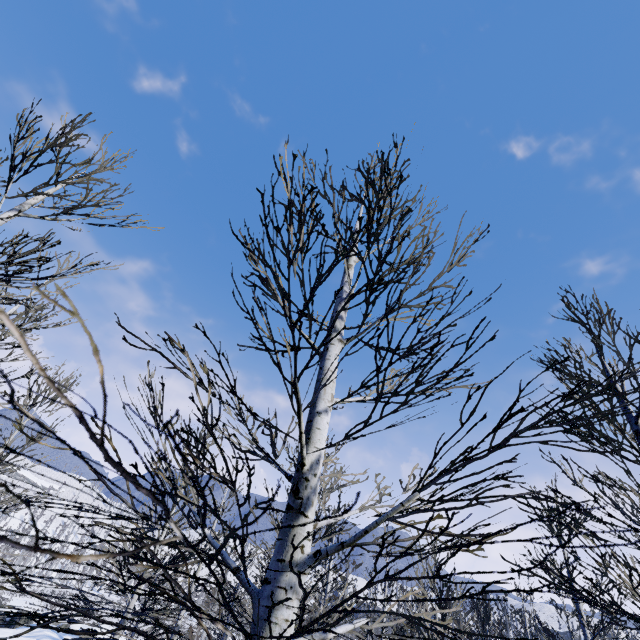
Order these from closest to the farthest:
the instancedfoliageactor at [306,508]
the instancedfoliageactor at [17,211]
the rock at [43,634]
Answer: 1. the instancedfoliageactor at [306,508]
2. the instancedfoliageactor at [17,211]
3. the rock at [43,634]

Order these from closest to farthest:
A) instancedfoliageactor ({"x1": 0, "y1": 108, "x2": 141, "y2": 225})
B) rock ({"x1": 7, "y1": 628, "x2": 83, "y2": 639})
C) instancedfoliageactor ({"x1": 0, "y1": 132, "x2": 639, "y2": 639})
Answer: instancedfoliageactor ({"x1": 0, "y1": 132, "x2": 639, "y2": 639})
instancedfoliageactor ({"x1": 0, "y1": 108, "x2": 141, "y2": 225})
rock ({"x1": 7, "y1": 628, "x2": 83, "y2": 639})

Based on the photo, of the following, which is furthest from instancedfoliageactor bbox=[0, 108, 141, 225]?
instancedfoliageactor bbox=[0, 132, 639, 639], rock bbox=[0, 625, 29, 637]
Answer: rock bbox=[0, 625, 29, 637]

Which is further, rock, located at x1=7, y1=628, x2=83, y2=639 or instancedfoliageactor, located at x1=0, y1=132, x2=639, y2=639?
rock, located at x1=7, y1=628, x2=83, y2=639

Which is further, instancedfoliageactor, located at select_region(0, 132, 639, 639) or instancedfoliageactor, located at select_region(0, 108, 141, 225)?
instancedfoliageactor, located at select_region(0, 108, 141, 225)

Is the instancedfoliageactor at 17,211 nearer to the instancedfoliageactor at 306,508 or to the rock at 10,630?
the instancedfoliageactor at 306,508

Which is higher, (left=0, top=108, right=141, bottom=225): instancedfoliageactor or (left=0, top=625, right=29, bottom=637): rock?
(left=0, top=108, right=141, bottom=225): instancedfoliageactor

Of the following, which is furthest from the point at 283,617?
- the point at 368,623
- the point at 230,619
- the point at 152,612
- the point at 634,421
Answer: the point at 368,623
